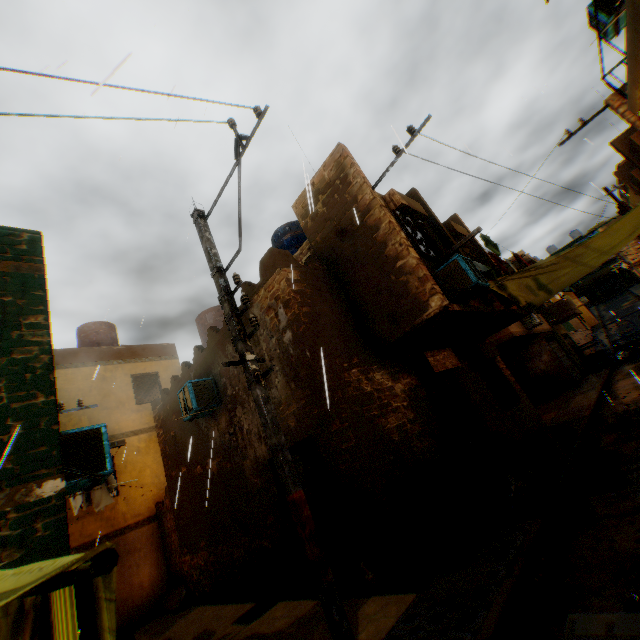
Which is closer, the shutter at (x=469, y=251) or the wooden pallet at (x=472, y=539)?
the wooden pallet at (x=472, y=539)

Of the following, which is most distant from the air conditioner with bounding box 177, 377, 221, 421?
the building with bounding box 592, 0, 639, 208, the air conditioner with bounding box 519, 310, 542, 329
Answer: the air conditioner with bounding box 519, 310, 542, 329

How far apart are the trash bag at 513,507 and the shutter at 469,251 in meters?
2.7 m

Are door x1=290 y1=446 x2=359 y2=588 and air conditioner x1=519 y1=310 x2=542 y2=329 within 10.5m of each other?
no

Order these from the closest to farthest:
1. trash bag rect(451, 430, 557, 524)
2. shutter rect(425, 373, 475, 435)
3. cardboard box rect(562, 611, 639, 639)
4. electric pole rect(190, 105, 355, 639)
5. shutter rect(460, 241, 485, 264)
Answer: cardboard box rect(562, 611, 639, 639), electric pole rect(190, 105, 355, 639), trash bag rect(451, 430, 557, 524), shutter rect(425, 373, 475, 435), shutter rect(460, 241, 485, 264)

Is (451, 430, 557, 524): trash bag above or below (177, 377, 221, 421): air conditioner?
below

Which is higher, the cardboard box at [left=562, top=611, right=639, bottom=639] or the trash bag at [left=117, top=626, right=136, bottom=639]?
the trash bag at [left=117, top=626, right=136, bottom=639]

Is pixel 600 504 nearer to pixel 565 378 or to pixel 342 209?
pixel 342 209
